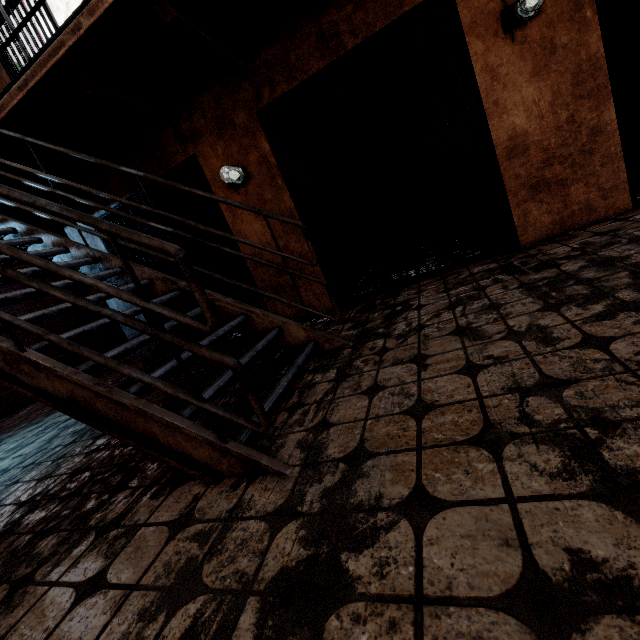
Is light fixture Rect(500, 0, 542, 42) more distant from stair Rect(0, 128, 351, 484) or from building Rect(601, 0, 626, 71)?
stair Rect(0, 128, 351, 484)

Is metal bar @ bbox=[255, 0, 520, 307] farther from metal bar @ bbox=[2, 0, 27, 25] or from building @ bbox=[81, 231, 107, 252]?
metal bar @ bbox=[2, 0, 27, 25]

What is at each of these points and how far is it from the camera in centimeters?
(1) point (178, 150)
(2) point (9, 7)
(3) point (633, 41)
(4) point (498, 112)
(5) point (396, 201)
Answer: (1) building, 394cm
(2) metal bar, 398cm
(3) building, 502cm
(4) building, 296cm
(5) metal bar, 350cm

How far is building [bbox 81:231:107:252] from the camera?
4.8 meters

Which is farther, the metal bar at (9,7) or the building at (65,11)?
the building at (65,11)

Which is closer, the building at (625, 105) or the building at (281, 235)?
the building at (281, 235)

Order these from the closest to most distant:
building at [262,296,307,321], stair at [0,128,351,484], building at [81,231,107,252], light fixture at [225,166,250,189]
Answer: stair at [0,128,351,484]
light fixture at [225,166,250,189]
building at [262,296,307,321]
building at [81,231,107,252]
